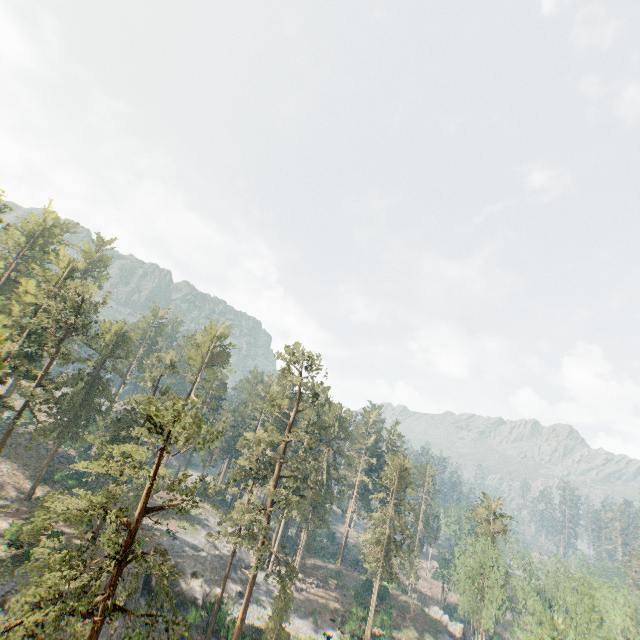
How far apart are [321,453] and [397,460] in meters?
22.8

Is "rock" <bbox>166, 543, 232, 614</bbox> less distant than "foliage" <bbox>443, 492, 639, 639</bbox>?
No

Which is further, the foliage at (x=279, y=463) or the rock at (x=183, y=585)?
the rock at (x=183, y=585)

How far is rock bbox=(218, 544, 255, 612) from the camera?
41.73m

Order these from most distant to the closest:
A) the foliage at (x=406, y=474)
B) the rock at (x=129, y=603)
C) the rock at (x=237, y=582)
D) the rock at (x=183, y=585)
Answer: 1. the foliage at (x=406, y=474)
2. the rock at (x=237, y=582)
3. the rock at (x=183, y=585)
4. the rock at (x=129, y=603)

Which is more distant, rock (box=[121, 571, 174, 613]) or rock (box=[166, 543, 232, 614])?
rock (box=[166, 543, 232, 614])
